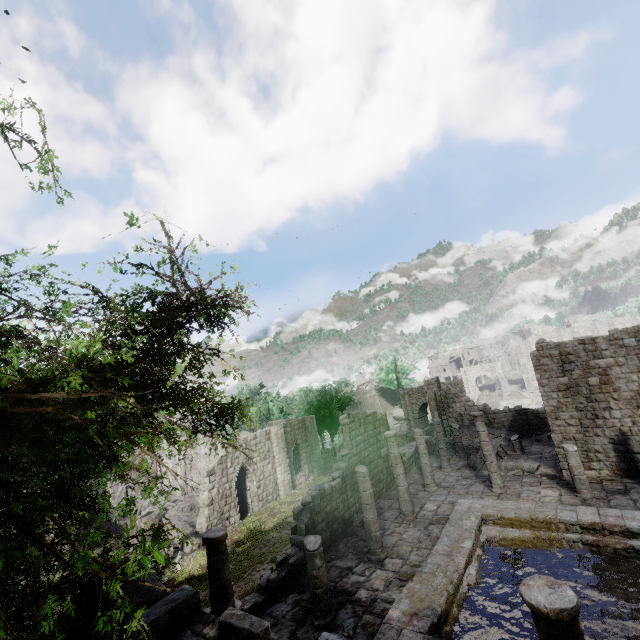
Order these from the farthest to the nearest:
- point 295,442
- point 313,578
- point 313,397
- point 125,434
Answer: point 313,397 < point 295,442 < point 313,578 < point 125,434

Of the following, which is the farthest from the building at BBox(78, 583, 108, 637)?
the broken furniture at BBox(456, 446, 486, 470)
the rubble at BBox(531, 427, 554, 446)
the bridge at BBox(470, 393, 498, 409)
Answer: the bridge at BBox(470, 393, 498, 409)

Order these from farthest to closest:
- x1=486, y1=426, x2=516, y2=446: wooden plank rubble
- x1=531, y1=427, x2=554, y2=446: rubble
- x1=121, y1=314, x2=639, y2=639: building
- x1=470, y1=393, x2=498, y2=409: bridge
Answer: x1=470, y1=393, x2=498, y2=409: bridge, x1=486, y1=426, x2=516, y2=446: wooden plank rubble, x1=531, y1=427, x2=554, y2=446: rubble, x1=121, y1=314, x2=639, y2=639: building

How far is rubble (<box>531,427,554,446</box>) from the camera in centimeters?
2243cm

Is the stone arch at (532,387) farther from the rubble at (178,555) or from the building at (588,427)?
the rubble at (178,555)

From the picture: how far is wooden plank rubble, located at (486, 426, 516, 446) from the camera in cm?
2467

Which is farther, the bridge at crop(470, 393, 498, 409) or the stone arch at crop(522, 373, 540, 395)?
the stone arch at crop(522, 373, 540, 395)

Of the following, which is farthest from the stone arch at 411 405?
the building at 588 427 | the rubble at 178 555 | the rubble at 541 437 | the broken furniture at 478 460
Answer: the rubble at 178 555
